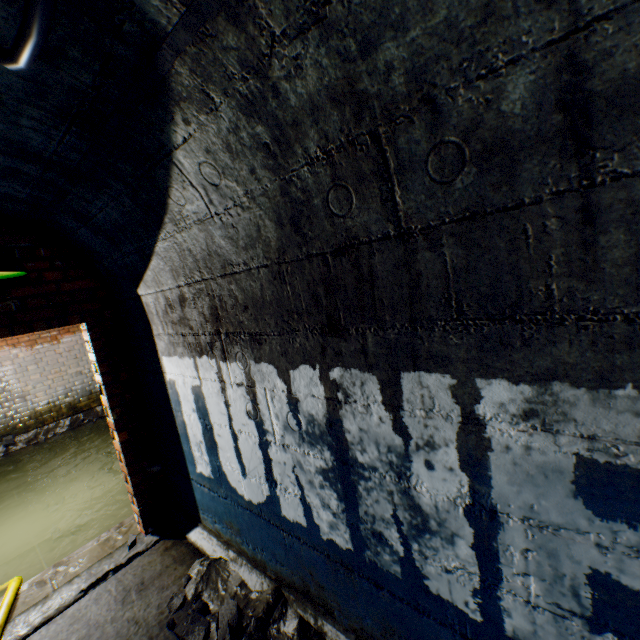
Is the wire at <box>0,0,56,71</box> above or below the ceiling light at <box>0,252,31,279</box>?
above

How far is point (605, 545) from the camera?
0.93m

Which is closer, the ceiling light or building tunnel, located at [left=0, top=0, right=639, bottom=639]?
building tunnel, located at [left=0, top=0, right=639, bottom=639]

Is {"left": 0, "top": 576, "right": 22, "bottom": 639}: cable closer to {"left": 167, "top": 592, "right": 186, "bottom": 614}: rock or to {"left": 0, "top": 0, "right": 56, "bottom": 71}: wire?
{"left": 167, "top": 592, "right": 186, "bottom": 614}: rock

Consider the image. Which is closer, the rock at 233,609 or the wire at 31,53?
the wire at 31,53

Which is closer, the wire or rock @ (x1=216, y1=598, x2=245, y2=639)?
the wire

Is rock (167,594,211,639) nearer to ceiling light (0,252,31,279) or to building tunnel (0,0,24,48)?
building tunnel (0,0,24,48)

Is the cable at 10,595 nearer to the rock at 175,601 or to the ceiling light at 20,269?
the rock at 175,601
